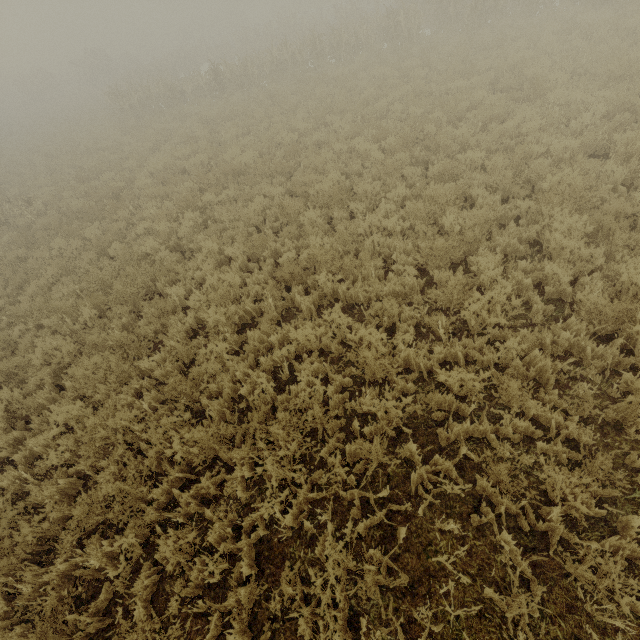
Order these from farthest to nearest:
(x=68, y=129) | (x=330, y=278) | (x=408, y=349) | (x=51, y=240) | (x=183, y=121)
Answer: (x=68, y=129), (x=183, y=121), (x=51, y=240), (x=330, y=278), (x=408, y=349)
